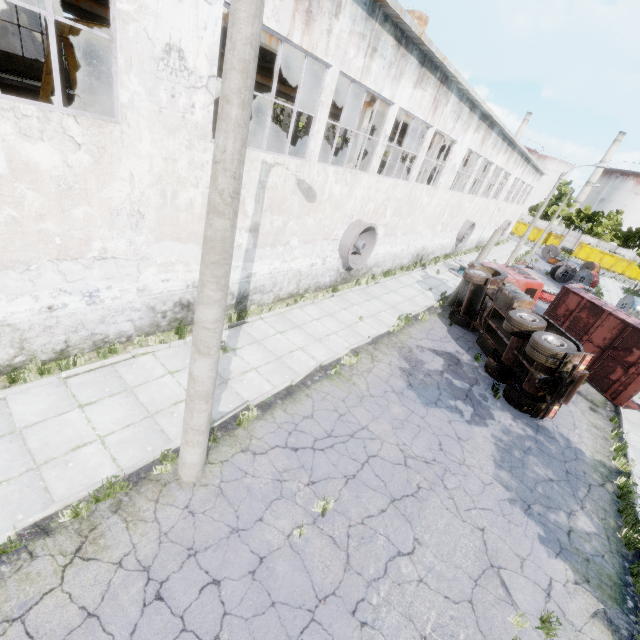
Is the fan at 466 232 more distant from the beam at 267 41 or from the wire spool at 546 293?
the wire spool at 546 293

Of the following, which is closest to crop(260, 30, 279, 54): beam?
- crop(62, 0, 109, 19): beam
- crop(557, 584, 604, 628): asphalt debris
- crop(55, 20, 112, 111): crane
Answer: crop(55, 20, 112, 111): crane

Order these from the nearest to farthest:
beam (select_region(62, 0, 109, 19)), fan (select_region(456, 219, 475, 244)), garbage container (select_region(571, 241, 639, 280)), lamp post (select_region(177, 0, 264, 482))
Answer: lamp post (select_region(177, 0, 264, 482)) → beam (select_region(62, 0, 109, 19)) → fan (select_region(456, 219, 475, 244)) → garbage container (select_region(571, 241, 639, 280))

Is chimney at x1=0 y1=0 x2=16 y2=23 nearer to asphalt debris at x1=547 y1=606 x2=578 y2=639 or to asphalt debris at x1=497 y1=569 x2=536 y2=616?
asphalt debris at x1=497 y1=569 x2=536 y2=616

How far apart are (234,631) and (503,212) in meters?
44.1 m

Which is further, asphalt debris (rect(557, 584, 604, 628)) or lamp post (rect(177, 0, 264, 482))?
asphalt debris (rect(557, 584, 604, 628))

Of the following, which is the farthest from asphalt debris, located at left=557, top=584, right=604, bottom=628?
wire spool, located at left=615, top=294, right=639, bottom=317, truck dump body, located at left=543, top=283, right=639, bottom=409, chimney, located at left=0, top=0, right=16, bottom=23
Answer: chimney, located at left=0, top=0, right=16, bottom=23

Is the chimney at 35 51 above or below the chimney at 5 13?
below
